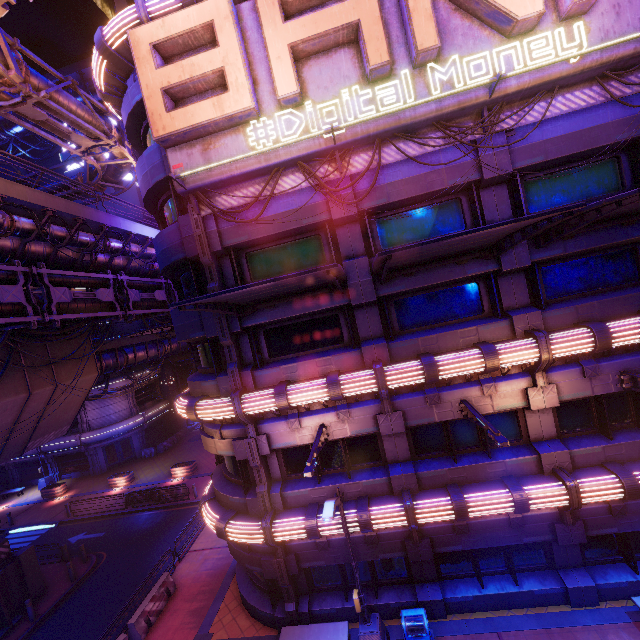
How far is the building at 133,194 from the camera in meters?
43.8

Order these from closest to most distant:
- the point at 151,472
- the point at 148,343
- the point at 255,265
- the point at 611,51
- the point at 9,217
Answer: the point at 611,51, the point at 255,265, the point at 9,217, the point at 148,343, the point at 151,472

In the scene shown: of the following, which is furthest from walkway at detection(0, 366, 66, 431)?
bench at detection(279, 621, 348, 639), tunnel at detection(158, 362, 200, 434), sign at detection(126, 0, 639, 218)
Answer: bench at detection(279, 621, 348, 639)

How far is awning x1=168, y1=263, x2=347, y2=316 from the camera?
7.1m

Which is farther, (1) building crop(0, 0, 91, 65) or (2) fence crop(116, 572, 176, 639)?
(1) building crop(0, 0, 91, 65)

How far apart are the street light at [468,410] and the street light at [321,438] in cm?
446

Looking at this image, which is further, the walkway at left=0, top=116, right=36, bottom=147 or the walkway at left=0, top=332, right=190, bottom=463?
the walkway at left=0, top=116, right=36, bottom=147

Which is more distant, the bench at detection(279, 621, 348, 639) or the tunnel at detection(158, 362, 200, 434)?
the tunnel at detection(158, 362, 200, 434)
